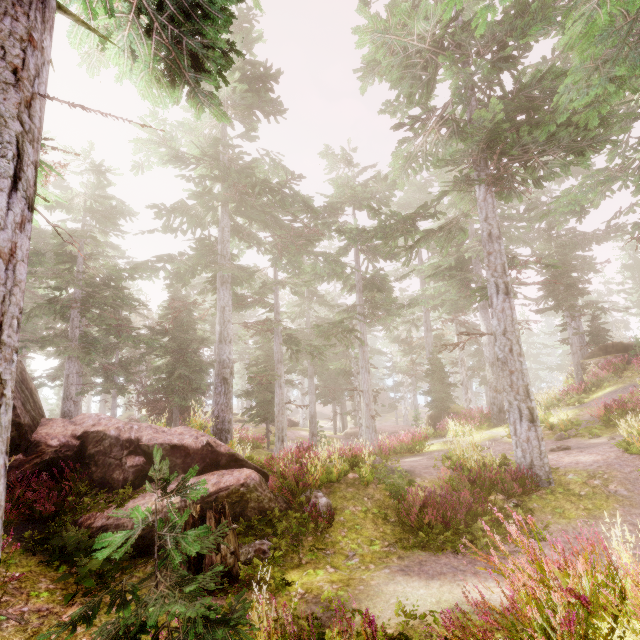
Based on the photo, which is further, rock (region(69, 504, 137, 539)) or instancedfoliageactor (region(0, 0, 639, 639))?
rock (region(69, 504, 137, 539))

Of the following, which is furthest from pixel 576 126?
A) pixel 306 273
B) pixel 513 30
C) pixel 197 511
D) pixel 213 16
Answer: pixel 197 511

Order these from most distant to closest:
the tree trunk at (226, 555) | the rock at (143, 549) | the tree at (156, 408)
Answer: the tree at (156, 408) < the rock at (143, 549) < the tree trunk at (226, 555)

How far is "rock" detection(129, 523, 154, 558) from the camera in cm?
679

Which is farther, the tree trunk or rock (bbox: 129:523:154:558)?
rock (bbox: 129:523:154:558)

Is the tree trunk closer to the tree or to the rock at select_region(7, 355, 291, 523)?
the rock at select_region(7, 355, 291, 523)

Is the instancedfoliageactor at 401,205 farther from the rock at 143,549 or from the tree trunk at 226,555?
the tree trunk at 226,555

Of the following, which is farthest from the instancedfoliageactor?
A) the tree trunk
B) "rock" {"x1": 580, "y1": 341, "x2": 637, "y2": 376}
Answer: the tree trunk
